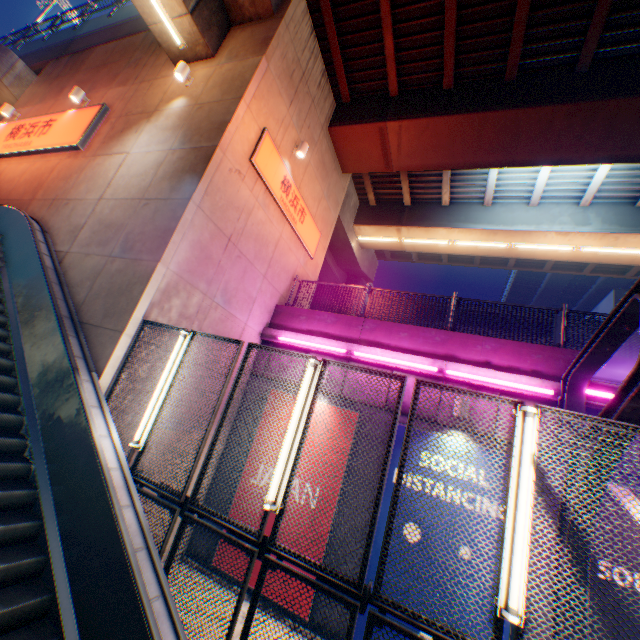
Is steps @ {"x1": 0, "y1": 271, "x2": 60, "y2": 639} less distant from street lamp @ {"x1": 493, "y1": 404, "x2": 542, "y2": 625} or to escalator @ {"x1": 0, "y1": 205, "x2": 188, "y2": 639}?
escalator @ {"x1": 0, "y1": 205, "x2": 188, "y2": 639}

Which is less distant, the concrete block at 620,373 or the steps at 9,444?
the steps at 9,444

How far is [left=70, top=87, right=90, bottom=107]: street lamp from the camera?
10.17m

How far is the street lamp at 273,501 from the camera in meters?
3.9

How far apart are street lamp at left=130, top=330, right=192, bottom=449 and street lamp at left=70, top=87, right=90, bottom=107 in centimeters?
1014cm

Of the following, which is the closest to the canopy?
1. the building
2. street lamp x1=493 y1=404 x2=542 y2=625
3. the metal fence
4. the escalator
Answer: the metal fence

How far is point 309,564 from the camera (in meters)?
3.62

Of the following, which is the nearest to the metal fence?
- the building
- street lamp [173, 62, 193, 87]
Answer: Result: street lamp [173, 62, 193, 87]
